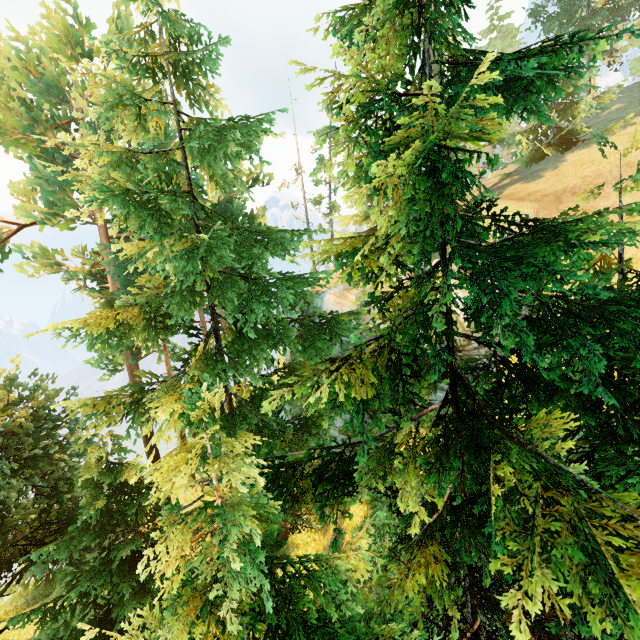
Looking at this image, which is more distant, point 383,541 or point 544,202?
point 544,202
